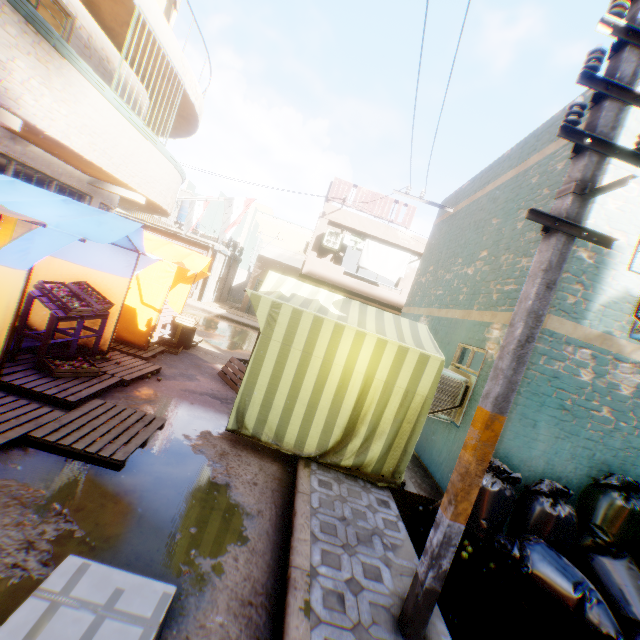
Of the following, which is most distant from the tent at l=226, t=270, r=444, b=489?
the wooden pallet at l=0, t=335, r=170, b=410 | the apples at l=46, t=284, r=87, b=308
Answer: the apples at l=46, t=284, r=87, b=308

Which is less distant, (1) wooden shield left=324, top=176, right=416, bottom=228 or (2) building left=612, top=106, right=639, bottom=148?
(2) building left=612, top=106, right=639, bottom=148

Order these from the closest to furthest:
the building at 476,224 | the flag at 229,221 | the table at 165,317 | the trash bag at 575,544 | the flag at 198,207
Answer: the trash bag at 575,544 < the building at 476,224 < the table at 165,317 < the flag at 229,221 < the flag at 198,207

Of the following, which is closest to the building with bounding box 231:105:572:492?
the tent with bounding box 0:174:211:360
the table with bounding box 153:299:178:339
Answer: the tent with bounding box 0:174:211:360

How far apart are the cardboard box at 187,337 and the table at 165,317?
0.1 meters

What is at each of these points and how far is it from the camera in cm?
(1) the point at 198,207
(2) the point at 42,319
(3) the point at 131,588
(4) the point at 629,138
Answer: (1) flag, 1434
(2) tent, 595
(3) cardboard box, 200
(4) building, 429

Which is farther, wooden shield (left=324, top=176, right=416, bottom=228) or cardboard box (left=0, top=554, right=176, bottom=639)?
wooden shield (left=324, top=176, right=416, bottom=228)

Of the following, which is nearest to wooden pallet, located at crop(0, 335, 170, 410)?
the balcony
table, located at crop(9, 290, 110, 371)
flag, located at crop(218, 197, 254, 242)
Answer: table, located at crop(9, 290, 110, 371)
